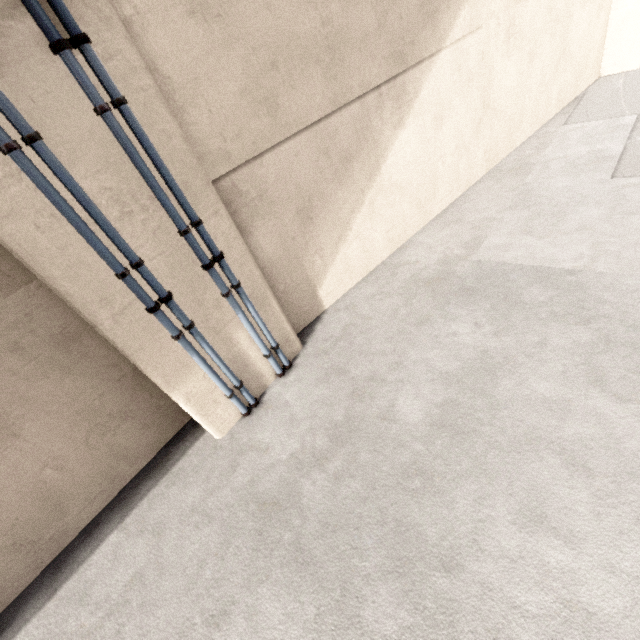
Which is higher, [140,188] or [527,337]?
[140,188]

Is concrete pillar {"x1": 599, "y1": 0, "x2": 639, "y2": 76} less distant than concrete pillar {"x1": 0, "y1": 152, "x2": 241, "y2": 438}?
No

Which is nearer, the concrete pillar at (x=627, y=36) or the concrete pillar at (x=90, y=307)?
the concrete pillar at (x=90, y=307)
